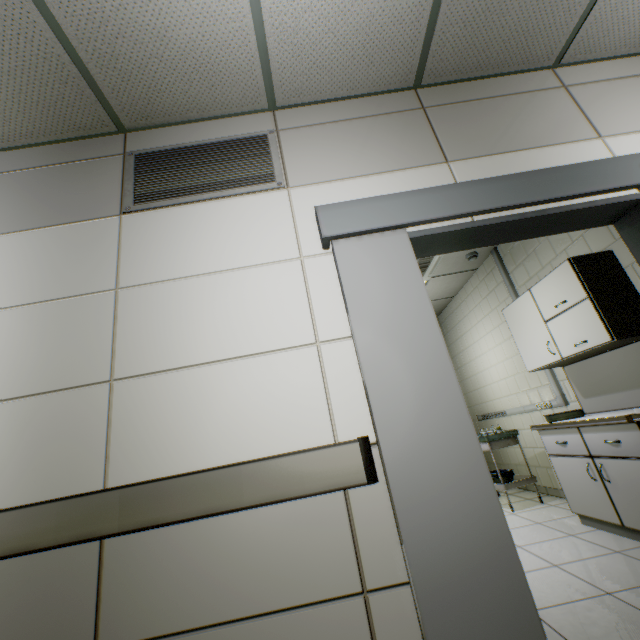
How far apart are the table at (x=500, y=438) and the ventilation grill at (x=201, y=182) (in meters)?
4.09

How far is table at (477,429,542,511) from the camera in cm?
402

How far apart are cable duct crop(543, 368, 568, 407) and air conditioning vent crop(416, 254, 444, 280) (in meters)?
1.88

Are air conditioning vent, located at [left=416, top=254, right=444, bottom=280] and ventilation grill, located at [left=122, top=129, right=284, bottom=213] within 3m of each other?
yes

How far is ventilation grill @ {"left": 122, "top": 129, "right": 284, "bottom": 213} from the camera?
1.9m

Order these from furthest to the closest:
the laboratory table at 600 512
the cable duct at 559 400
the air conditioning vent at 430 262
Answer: the air conditioning vent at 430 262 < the cable duct at 559 400 < the laboratory table at 600 512

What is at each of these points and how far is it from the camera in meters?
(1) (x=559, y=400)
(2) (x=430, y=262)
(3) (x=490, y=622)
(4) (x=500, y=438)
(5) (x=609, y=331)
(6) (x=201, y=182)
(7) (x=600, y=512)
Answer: (1) cable duct, 3.8
(2) air conditioning vent, 4.4
(3) doorway, 1.1
(4) table, 4.2
(5) cabinet, 2.6
(6) ventilation grill, 2.0
(7) laboratory table, 2.8

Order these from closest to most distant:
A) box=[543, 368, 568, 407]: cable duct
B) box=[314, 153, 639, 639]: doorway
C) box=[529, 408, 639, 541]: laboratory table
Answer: box=[314, 153, 639, 639]: doorway
box=[529, 408, 639, 541]: laboratory table
box=[543, 368, 568, 407]: cable duct
